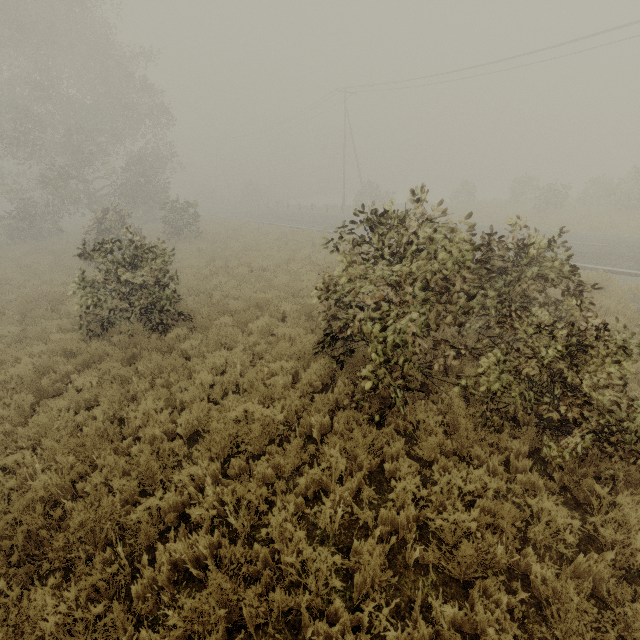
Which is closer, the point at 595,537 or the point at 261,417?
the point at 595,537
